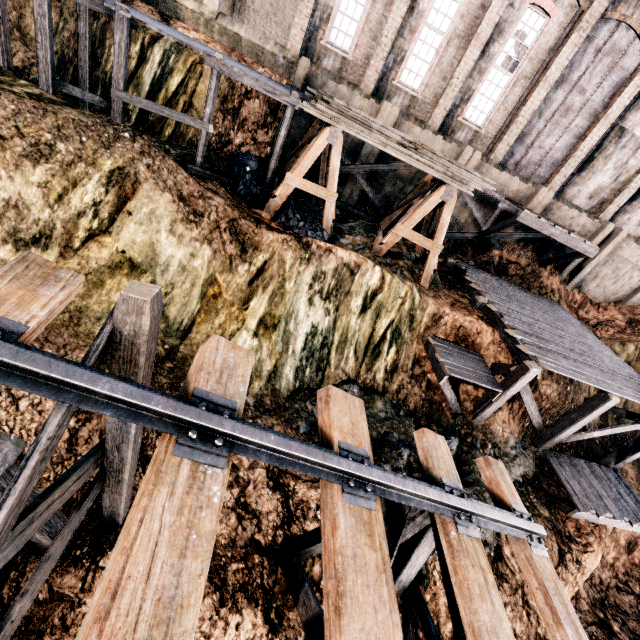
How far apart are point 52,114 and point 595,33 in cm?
2516

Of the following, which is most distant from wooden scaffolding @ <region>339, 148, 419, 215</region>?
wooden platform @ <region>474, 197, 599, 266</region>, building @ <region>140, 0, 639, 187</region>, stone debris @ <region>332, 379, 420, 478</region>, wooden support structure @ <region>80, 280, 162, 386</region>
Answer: wooden support structure @ <region>80, 280, 162, 386</region>

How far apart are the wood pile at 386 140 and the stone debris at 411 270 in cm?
350

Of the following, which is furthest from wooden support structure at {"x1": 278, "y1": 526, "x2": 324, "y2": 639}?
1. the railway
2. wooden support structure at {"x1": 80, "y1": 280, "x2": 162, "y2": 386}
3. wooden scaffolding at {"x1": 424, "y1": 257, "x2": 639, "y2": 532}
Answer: wooden scaffolding at {"x1": 424, "y1": 257, "x2": 639, "y2": 532}

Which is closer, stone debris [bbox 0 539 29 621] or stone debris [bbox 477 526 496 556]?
stone debris [bbox 0 539 29 621]

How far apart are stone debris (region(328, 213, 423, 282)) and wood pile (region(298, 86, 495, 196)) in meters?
3.5 m

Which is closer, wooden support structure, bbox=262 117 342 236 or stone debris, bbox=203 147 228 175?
wooden support structure, bbox=262 117 342 236

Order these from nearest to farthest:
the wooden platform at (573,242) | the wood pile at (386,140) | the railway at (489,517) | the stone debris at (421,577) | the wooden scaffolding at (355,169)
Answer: the railway at (489,517), the stone debris at (421,577), the wood pile at (386,140), the wooden platform at (573,242), the wooden scaffolding at (355,169)
